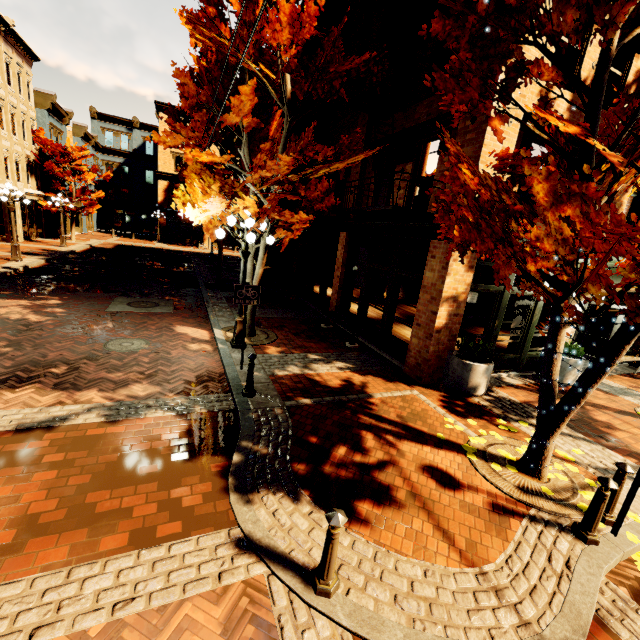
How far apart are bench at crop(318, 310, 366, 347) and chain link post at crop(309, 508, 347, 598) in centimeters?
703cm

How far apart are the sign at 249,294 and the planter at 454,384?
4.8m

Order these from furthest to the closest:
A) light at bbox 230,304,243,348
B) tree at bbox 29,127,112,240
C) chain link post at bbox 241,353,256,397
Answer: tree at bbox 29,127,112,240 → light at bbox 230,304,243,348 → chain link post at bbox 241,353,256,397

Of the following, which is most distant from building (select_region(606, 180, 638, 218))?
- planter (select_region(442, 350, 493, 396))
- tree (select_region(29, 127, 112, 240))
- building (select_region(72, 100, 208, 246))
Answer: tree (select_region(29, 127, 112, 240))

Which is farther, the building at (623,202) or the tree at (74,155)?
the tree at (74,155)

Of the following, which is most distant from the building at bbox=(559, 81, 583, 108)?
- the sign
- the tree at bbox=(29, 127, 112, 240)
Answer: the tree at bbox=(29, 127, 112, 240)

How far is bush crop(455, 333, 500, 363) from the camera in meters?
7.4 m

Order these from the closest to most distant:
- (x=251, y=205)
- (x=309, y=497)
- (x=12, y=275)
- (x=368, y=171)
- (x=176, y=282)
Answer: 1. (x=309, y=497)
2. (x=251, y=205)
3. (x=368, y=171)
4. (x=12, y=275)
5. (x=176, y=282)
